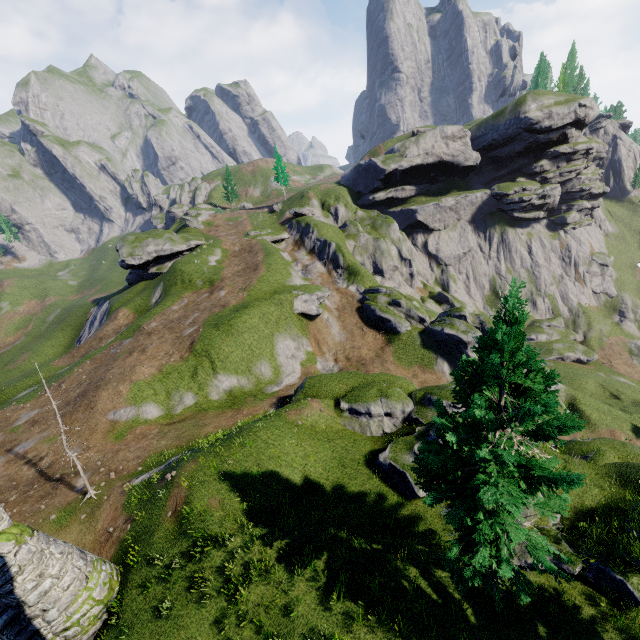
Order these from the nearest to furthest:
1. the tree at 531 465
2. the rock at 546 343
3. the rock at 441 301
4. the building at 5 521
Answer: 1. the tree at 531 465
2. the building at 5 521
3. the rock at 546 343
4. the rock at 441 301

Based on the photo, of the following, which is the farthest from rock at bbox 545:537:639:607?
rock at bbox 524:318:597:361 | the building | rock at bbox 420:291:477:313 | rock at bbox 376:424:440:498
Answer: rock at bbox 524:318:597:361

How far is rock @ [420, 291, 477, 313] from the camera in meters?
55.3 m

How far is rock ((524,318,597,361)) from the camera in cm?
5391

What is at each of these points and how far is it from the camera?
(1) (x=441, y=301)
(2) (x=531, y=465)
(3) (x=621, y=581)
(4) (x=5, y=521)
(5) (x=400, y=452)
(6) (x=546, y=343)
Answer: (1) rock, 57.0 meters
(2) tree, 9.9 meters
(3) rock, 12.5 meters
(4) building, 12.4 meters
(5) rock, 18.7 meters
(6) rock, 56.6 meters

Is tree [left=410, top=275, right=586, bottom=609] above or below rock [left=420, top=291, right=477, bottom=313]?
above

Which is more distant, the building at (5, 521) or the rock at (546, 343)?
the rock at (546, 343)

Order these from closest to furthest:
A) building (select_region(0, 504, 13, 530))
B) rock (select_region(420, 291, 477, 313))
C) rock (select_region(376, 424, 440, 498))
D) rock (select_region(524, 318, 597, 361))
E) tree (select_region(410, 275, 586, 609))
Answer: tree (select_region(410, 275, 586, 609))
building (select_region(0, 504, 13, 530))
rock (select_region(376, 424, 440, 498))
rock (select_region(524, 318, 597, 361))
rock (select_region(420, 291, 477, 313))
